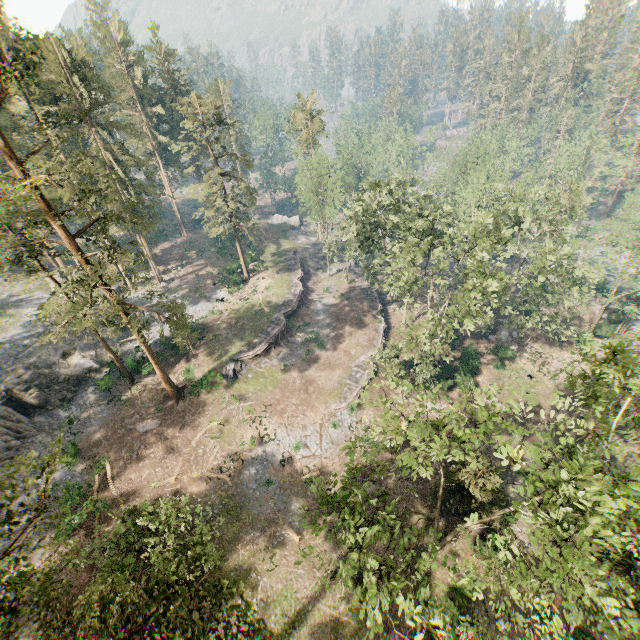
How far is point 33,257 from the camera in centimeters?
2261cm

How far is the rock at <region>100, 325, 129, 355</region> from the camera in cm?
3897

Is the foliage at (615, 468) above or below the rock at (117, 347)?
above

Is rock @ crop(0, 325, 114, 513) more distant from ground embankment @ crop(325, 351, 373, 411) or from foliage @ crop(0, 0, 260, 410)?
ground embankment @ crop(325, 351, 373, 411)

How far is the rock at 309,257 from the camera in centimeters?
5747cm

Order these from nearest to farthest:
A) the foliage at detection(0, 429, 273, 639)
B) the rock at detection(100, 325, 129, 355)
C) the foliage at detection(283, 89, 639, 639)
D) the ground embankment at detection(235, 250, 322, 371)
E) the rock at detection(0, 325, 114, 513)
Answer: the foliage at detection(0, 429, 273, 639) → the foliage at detection(283, 89, 639, 639) → the rock at detection(0, 325, 114, 513) → the ground embankment at detection(235, 250, 322, 371) → the rock at detection(100, 325, 129, 355)

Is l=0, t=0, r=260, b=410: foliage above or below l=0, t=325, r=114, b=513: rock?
above
